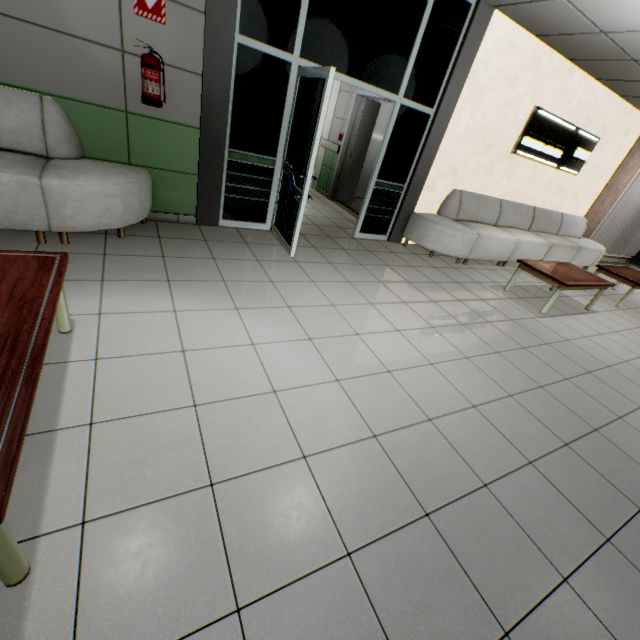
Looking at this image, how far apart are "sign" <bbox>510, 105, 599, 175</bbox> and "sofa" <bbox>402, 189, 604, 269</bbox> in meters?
0.8

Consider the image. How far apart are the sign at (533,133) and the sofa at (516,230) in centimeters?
78cm

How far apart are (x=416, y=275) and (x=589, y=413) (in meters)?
2.58

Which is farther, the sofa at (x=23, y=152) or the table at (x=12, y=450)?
the sofa at (x=23, y=152)

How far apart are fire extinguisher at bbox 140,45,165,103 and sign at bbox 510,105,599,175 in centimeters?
574cm

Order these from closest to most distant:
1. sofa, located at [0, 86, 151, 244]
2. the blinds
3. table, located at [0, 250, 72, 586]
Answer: table, located at [0, 250, 72, 586], sofa, located at [0, 86, 151, 244], the blinds

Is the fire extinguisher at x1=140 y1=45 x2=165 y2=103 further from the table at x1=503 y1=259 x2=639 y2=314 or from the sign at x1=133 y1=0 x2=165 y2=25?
the table at x1=503 y1=259 x2=639 y2=314

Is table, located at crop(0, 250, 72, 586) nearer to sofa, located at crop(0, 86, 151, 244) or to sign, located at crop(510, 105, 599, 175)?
sofa, located at crop(0, 86, 151, 244)
